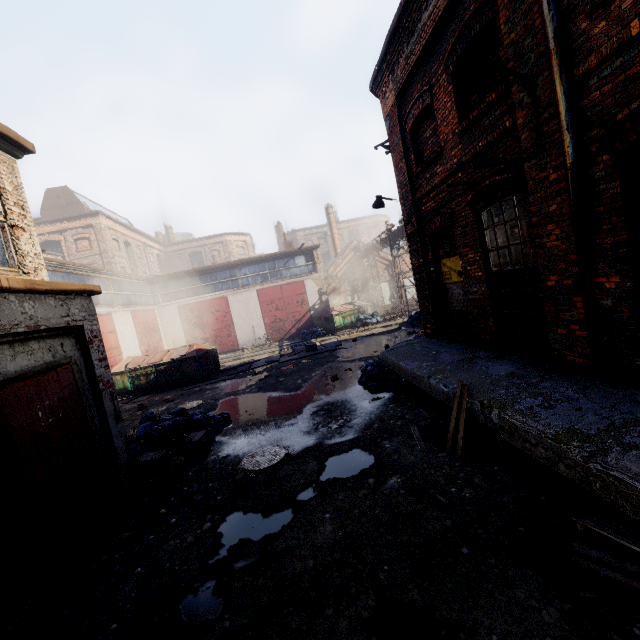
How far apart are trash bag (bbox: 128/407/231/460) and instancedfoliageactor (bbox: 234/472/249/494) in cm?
244

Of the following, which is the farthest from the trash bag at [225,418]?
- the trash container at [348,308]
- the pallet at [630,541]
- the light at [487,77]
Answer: the trash container at [348,308]

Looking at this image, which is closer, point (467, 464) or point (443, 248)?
point (467, 464)

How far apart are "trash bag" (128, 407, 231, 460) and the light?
8.0m

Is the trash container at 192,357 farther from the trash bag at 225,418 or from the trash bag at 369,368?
the trash bag at 369,368

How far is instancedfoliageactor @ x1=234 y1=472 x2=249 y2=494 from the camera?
5.3m

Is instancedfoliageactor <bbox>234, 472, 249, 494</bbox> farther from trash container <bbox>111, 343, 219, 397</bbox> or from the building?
trash container <bbox>111, 343, 219, 397</bbox>

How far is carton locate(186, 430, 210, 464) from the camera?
6.7 meters
